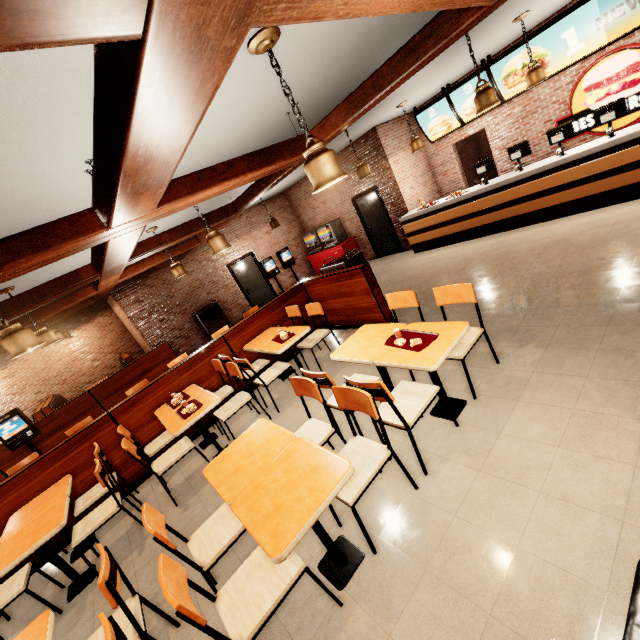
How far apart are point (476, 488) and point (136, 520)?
3.69m
